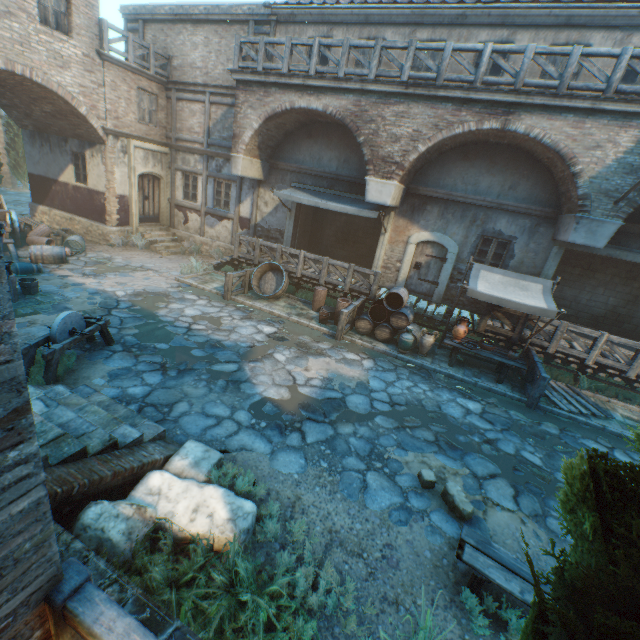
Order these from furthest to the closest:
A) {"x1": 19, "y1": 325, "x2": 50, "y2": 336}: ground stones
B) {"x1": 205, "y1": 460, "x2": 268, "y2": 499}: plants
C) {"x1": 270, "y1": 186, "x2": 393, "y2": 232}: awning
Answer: {"x1": 270, "y1": 186, "x2": 393, "y2": 232}: awning → {"x1": 19, "y1": 325, "x2": 50, "y2": 336}: ground stones → {"x1": 205, "y1": 460, "x2": 268, "y2": 499}: plants

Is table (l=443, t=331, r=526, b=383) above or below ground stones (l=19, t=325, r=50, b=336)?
above

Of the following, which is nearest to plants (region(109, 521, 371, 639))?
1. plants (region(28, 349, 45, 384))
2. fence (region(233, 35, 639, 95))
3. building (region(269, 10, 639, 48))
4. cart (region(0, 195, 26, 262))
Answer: plants (region(28, 349, 45, 384))

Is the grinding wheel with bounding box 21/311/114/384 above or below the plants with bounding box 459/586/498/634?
above

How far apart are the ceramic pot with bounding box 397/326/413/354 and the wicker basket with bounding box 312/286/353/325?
1.99m

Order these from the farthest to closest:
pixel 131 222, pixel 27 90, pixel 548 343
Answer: pixel 131 222 → pixel 27 90 → pixel 548 343

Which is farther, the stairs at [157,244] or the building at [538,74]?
the stairs at [157,244]

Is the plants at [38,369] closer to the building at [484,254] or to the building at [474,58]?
the building at [484,254]
